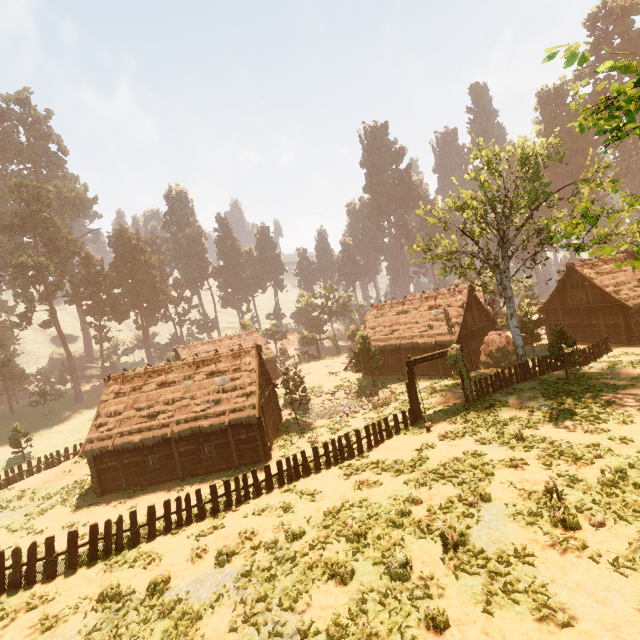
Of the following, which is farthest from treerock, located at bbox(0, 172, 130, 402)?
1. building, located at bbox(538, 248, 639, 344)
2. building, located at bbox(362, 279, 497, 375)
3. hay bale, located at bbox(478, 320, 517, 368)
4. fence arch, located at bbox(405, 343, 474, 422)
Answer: fence arch, located at bbox(405, 343, 474, 422)

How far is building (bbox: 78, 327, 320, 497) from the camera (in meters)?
22.22

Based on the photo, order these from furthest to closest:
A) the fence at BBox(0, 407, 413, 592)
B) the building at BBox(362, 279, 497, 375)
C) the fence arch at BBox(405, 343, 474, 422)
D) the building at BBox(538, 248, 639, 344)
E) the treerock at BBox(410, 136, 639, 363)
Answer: the building at BBox(362, 279, 497, 375), the building at BBox(538, 248, 639, 344), the fence arch at BBox(405, 343, 474, 422), the treerock at BBox(410, 136, 639, 363), the fence at BBox(0, 407, 413, 592)

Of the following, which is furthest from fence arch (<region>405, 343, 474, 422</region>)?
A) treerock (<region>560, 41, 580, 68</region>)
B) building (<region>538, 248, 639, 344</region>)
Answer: building (<region>538, 248, 639, 344</region>)

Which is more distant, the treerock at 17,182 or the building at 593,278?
the treerock at 17,182

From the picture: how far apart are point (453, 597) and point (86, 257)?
67.1m

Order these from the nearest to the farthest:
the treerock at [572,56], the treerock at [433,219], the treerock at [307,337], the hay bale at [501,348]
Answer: the treerock at [572,56] < the treerock at [433,219] < the hay bale at [501,348] < the treerock at [307,337]
